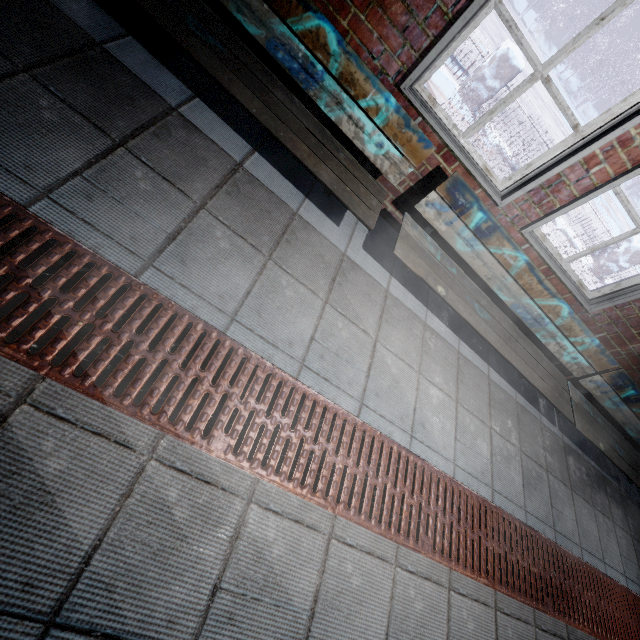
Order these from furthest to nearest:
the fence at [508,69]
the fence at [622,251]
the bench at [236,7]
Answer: the fence at [622,251], the fence at [508,69], the bench at [236,7]

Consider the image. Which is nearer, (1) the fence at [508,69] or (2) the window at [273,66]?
(2) the window at [273,66]

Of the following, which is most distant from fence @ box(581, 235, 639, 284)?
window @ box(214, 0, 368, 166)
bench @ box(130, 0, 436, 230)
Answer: bench @ box(130, 0, 436, 230)

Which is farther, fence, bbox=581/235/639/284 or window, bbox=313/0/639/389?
fence, bbox=581/235/639/284

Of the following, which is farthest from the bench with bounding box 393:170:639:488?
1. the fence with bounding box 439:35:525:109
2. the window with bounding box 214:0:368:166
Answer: the fence with bounding box 439:35:525:109

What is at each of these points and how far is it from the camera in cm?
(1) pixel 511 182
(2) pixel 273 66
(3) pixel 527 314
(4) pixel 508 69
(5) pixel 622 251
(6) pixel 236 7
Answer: (1) window, 186
(2) window, 173
(3) bench, 225
(4) fence, 485
(5) fence, 664
(6) bench, 149

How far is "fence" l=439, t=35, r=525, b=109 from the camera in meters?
4.8 m
